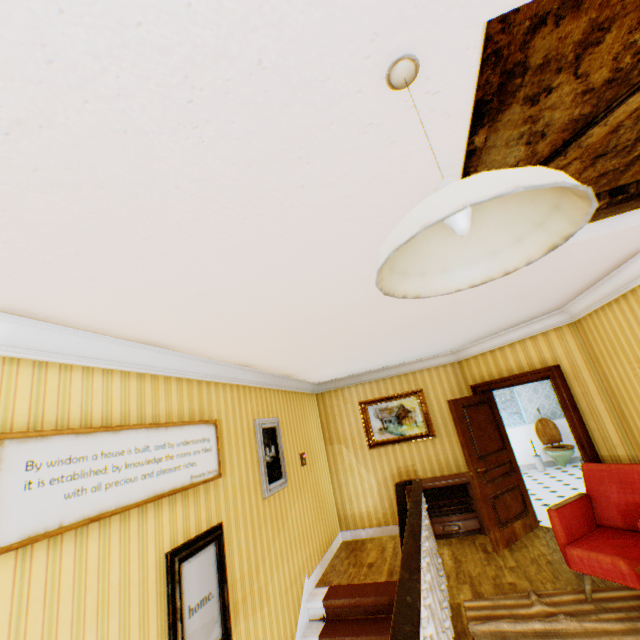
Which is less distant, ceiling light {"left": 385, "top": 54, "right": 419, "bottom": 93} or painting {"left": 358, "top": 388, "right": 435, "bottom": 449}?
ceiling light {"left": 385, "top": 54, "right": 419, "bottom": 93}

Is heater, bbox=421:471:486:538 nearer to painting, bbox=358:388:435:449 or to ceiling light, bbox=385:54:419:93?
painting, bbox=358:388:435:449

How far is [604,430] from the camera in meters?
4.4

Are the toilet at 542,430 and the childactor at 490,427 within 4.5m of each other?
yes

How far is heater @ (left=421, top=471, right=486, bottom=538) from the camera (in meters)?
5.54

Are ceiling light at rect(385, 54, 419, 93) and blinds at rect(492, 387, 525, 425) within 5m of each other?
no

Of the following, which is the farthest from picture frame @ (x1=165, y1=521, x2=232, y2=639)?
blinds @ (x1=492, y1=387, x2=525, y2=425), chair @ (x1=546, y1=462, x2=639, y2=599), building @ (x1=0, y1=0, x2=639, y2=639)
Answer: blinds @ (x1=492, y1=387, x2=525, y2=425)

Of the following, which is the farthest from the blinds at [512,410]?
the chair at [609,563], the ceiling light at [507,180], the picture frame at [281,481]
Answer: the ceiling light at [507,180]
